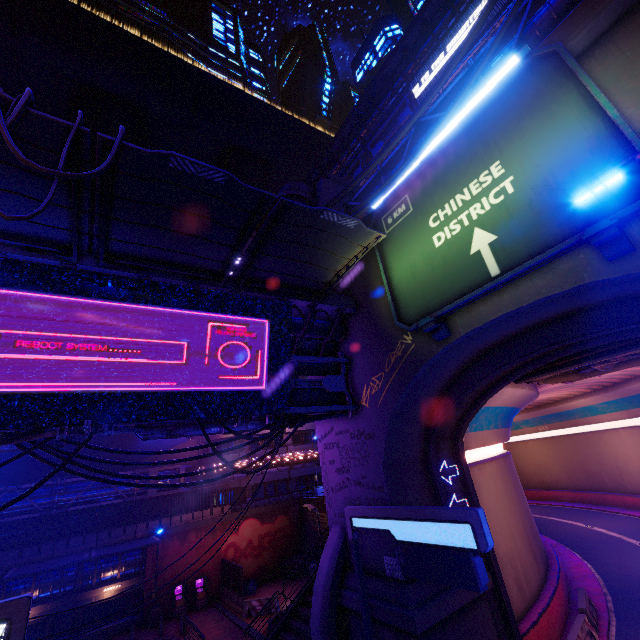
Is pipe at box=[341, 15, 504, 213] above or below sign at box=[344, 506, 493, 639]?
above

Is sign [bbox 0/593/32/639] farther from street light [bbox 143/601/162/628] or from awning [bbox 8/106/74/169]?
street light [bbox 143/601/162/628]

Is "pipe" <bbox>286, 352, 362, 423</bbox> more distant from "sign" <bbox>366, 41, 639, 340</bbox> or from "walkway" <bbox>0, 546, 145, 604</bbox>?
"walkway" <bbox>0, 546, 145, 604</bbox>

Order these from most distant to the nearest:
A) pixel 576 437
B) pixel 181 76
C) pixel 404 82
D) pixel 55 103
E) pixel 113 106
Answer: pixel 181 76 → pixel 113 106 → pixel 55 103 → pixel 576 437 → pixel 404 82

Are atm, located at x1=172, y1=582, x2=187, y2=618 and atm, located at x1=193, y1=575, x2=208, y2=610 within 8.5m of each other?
yes

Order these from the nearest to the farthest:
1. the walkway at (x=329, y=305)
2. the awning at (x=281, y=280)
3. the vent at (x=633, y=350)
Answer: the walkway at (x=329, y=305) < the awning at (x=281, y=280) < the vent at (x=633, y=350)

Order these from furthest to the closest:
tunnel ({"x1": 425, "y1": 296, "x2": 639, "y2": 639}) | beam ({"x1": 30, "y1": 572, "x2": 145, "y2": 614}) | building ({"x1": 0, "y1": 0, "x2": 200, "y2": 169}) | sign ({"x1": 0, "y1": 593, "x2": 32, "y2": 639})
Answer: building ({"x1": 0, "y1": 0, "x2": 200, "y2": 169}) → beam ({"x1": 30, "y1": 572, "x2": 145, "y2": 614}) → tunnel ({"x1": 425, "y1": 296, "x2": 639, "y2": 639}) → sign ({"x1": 0, "y1": 593, "x2": 32, "y2": 639})

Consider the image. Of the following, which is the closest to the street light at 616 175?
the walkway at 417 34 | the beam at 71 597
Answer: the walkway at 417 34
